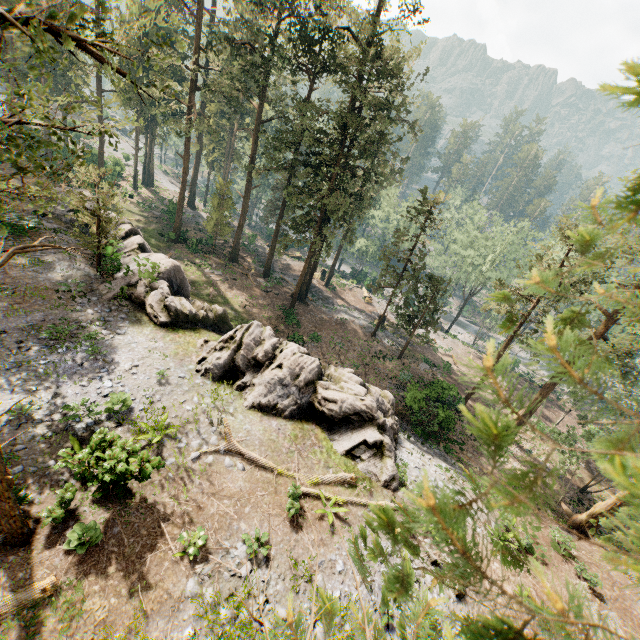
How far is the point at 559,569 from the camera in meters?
15.0 m

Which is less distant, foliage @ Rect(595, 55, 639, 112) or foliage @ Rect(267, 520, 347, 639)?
foliage @ Rect(595, 55, 639, 112)

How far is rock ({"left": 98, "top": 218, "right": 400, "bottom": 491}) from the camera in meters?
16.5

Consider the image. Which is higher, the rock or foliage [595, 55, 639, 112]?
foliage [595, 55, 639, 112]

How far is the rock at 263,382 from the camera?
16.5 meters

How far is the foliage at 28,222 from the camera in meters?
21.8 m

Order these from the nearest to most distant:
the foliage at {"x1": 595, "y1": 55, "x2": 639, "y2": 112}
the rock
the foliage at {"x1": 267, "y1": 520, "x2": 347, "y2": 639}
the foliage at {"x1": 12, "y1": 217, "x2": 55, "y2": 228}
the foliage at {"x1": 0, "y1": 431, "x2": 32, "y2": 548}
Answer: the foliage at {"x1": 595, "y1": 55, "x2": 639, "y2": 112} → the foliage at {"x1": 267, "y1": 520, "x2": 347, "y2": 639} → the foliage at {"x1": 0, "y1": 431, "x2": 32, "y2": 548} → the rock → the foliage at {"x1": 12, "y1": 217, "x2": 55, "y2": 228}
